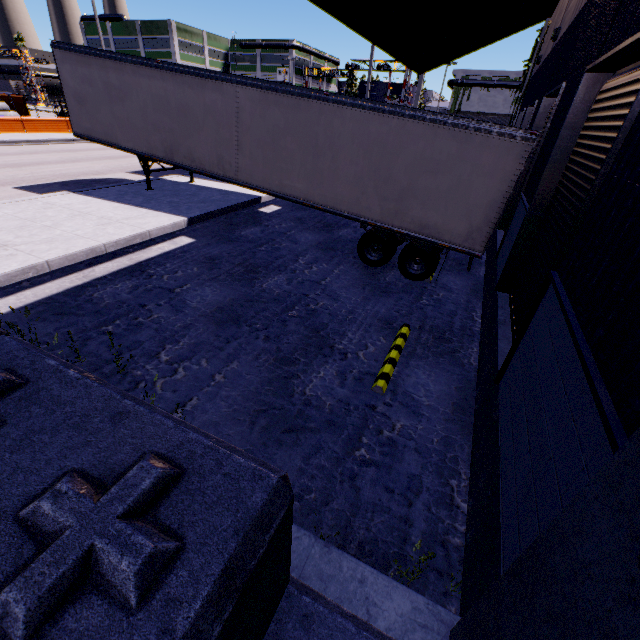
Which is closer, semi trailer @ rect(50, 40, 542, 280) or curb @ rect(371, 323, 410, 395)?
curb @ rect(371, 323, 410, 395)

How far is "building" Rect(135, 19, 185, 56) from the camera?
58.0m

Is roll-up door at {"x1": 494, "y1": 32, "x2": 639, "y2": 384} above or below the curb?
above

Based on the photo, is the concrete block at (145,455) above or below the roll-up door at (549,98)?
below

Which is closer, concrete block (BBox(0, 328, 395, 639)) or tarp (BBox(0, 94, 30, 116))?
concrete block (BBox(0, 328, 395, 639))

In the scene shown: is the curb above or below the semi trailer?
below

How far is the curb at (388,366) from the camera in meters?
5.4 m

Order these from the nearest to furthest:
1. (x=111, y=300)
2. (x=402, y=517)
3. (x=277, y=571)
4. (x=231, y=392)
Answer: (x=277, y=571)
(x=402, y=517)
(x=231, y=392)
(x=111, y=300)
